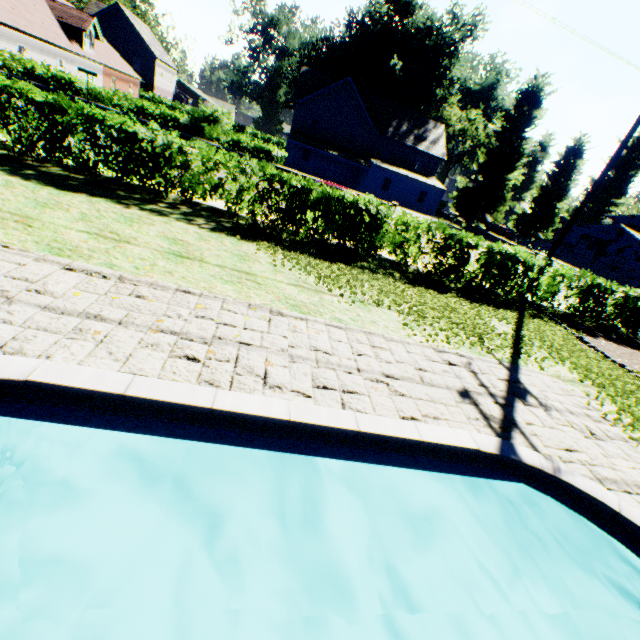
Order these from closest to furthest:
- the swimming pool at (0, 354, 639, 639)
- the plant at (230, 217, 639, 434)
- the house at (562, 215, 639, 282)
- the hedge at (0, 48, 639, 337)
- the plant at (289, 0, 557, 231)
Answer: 1. the swimming pool at (0, 354, 639, 639)
2. the plant at (230, 217, 639, 434)
3. the hedge at (0, 48, 639, 337)
4. the plant at (289, 0, 557, 231)
5. the house at (562, 215, 639, 282)

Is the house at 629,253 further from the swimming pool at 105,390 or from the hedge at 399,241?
the swimming pool at 105,390

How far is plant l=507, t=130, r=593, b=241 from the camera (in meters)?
45.09

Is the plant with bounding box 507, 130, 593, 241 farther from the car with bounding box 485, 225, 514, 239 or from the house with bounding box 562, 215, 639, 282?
the car with bounding box 485, 225, 514, 239

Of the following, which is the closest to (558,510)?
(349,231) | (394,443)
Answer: (394,443)

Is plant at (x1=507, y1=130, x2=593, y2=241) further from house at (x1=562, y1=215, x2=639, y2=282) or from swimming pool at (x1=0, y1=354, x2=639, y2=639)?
swimming pool at (x1=0, y1=354, x2=639, y2=639)

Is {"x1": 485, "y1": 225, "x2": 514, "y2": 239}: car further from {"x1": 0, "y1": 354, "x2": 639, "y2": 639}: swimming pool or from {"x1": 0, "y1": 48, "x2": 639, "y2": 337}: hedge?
{"x1": 0, "y1": 354, "x2": 639, "y2": 639}: swimming pool

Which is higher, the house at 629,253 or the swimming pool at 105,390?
the house at 629,253
